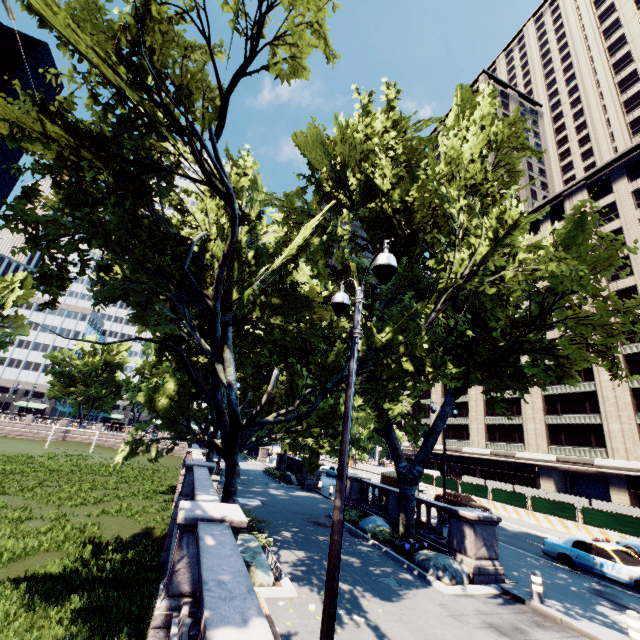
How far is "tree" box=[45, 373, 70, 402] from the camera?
57.4m

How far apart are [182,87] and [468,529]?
20.4 meters

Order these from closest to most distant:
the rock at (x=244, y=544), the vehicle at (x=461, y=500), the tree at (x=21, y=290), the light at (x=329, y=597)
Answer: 1. the light at (x=329, y=597)
2. the rock at (x=244, y=544)
3. the vehicle at (x=461, y=500)
4. the tree at (x=21, y=290)

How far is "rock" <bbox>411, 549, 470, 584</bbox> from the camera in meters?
11.1

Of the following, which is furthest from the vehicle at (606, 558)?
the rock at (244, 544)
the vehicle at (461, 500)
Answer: the rock at (244, 544)

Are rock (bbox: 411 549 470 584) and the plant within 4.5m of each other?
yes

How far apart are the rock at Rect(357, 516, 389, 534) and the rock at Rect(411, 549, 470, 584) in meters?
3.0 m

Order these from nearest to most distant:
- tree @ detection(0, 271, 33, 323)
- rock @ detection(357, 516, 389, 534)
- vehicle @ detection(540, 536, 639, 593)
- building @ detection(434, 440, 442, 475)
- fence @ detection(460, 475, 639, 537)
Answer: vehicle @ detection(540, 536, 639, 593) < rock @ detection(357, 516, 389, 534) < fence @ detection(460, 475, 639, 537) < tree @ detection(0, 271, 33, 323) < building @ detection(434, 440, 442, 475)
